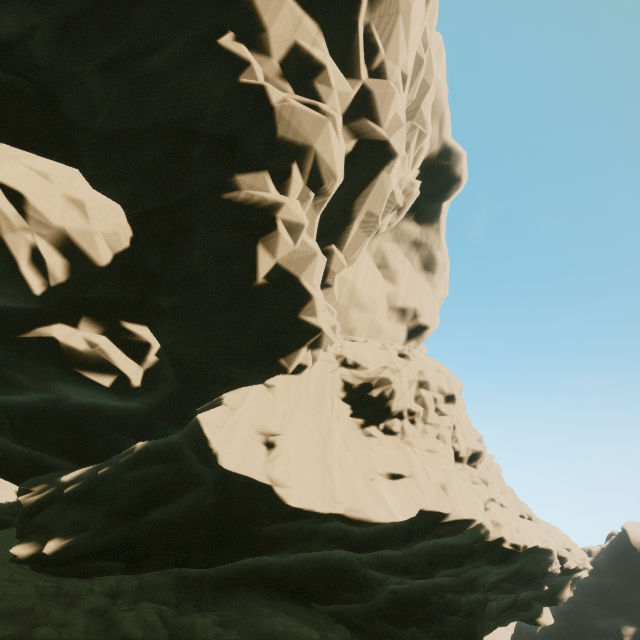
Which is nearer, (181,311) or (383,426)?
(181,311)
